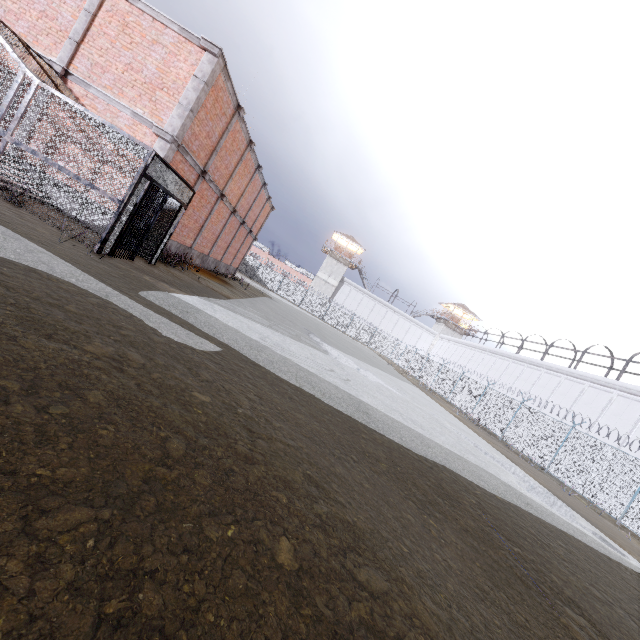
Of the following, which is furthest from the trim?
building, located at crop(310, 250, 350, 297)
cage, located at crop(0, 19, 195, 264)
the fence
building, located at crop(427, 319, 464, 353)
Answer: building, located at crop(427, 319, 464, 353)

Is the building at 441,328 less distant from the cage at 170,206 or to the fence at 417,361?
the fence at 417,361

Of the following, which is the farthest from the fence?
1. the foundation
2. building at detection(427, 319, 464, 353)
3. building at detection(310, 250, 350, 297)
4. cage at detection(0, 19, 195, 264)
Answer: the foundation

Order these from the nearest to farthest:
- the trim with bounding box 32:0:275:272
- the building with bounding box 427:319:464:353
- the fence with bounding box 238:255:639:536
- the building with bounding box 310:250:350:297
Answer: the trim with bounding box 32:0:275:272, the fence with bounding box 238:255:639:536, the building with bounding box 310:250:350:297, the building with bounding box 427:319:464:353

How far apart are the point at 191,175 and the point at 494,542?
14.52m

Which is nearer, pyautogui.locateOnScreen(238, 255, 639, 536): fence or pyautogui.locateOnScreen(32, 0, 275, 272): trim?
pyautogui.locateOnScreen(32, 0, 275, 272): trim

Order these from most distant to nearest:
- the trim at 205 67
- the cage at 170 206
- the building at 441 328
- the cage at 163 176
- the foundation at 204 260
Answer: the building at 441 328, the foundation at 204 260, the cage at 170 206, the trim at 205 67, the cage at 163 176
